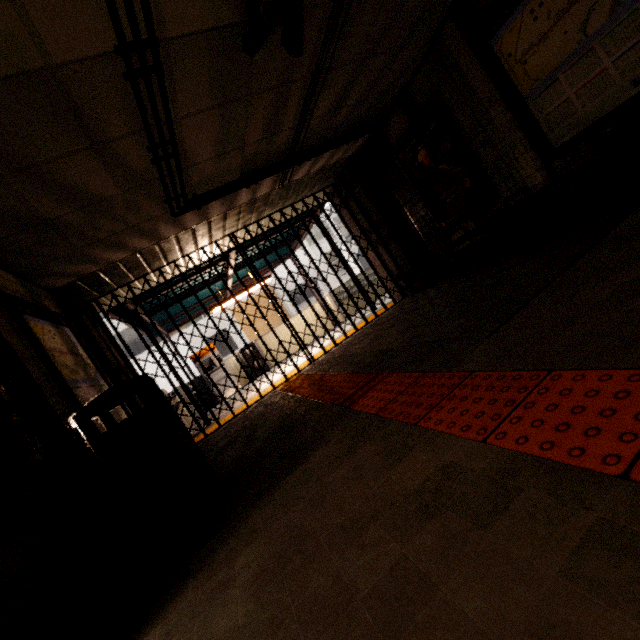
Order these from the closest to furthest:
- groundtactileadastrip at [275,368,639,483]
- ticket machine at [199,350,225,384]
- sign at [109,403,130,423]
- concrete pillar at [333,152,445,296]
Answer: groundtactileadastrip at [275,368,639,483], sign at [109,403,130,423], concrete pillar at [333,152,445,296], ticket machine at [199,350,225,384]

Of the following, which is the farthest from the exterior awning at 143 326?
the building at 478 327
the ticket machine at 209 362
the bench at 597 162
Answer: the building at 478 327

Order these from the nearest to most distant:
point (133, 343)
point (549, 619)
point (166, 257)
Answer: point (549, 619) < point (166, 257) < point (133, 343)

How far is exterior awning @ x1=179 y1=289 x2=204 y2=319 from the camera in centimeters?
864cm

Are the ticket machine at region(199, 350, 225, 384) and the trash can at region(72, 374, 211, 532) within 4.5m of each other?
no

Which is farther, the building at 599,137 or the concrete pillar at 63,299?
the concrete pillar at 63,299

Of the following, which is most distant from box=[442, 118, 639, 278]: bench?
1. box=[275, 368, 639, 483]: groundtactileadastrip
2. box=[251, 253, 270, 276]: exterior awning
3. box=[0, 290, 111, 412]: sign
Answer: box=[0, 290, 111, 412]: sign

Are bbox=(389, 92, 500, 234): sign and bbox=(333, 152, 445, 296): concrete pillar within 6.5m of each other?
yes
